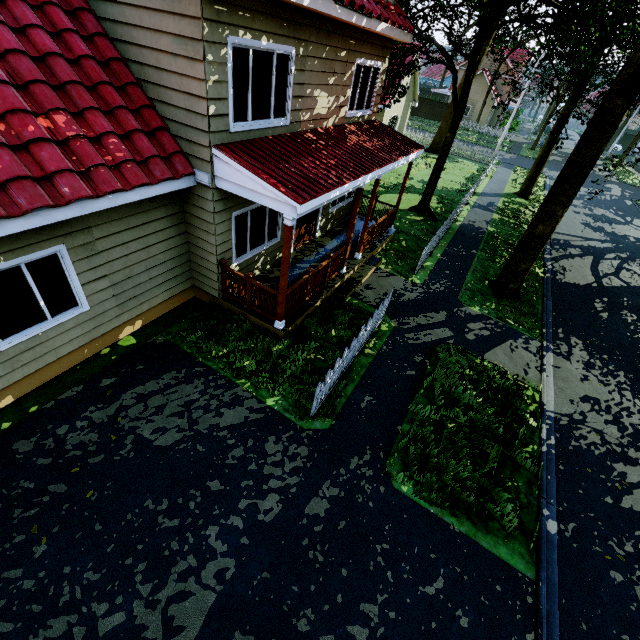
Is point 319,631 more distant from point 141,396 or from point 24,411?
point 24,411

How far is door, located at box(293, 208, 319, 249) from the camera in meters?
10.2

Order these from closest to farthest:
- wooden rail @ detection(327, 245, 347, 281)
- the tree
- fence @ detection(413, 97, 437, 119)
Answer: the tree, wooden rail @ detection(327, 245, 347, 281), fence @ detection(413, 97, 437, 119)

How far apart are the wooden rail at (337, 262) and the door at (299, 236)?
1.8 meters

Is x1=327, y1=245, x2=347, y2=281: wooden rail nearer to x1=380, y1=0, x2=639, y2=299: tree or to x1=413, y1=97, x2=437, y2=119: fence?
x1=413, y1=97, x2=437, y2=119: fence

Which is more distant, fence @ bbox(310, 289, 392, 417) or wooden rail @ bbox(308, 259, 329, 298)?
wooden rail @ bbox(308, 259, 329, 298)

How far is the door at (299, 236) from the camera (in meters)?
10.23

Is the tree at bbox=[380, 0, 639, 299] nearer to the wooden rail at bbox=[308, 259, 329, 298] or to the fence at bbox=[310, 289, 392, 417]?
the fence at bbox=[310, 289, 392, 417]
